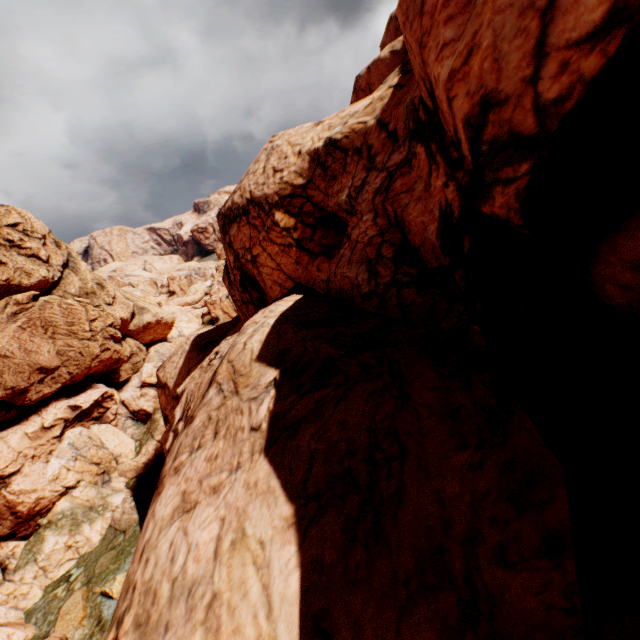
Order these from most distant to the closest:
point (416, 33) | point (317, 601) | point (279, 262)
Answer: point (279, 262) < point (416, 33) < point (317, 601)

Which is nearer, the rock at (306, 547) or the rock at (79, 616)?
the rock at (306, 547)

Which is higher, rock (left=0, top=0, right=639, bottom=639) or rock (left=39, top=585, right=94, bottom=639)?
rock (left=0, top=0, right=639, bottom=639)

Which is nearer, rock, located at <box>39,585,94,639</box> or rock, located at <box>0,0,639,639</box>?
rock, located at <box>0,0,639,639</box>

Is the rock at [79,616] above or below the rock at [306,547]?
below
